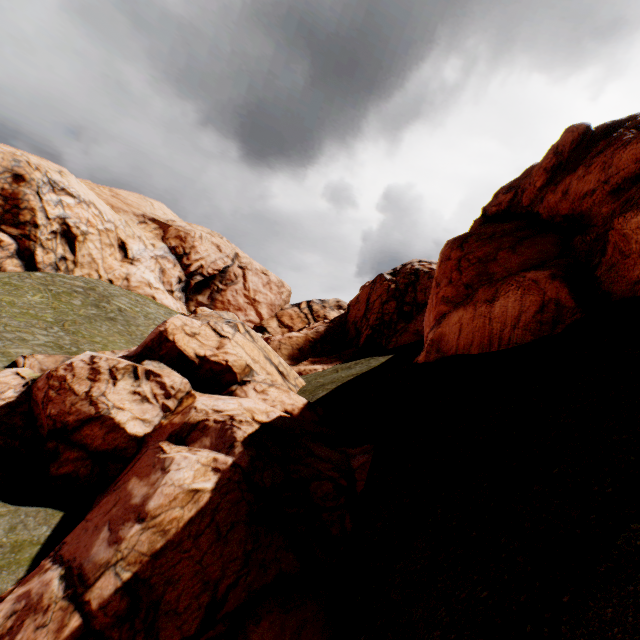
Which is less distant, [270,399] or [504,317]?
[504,317]
